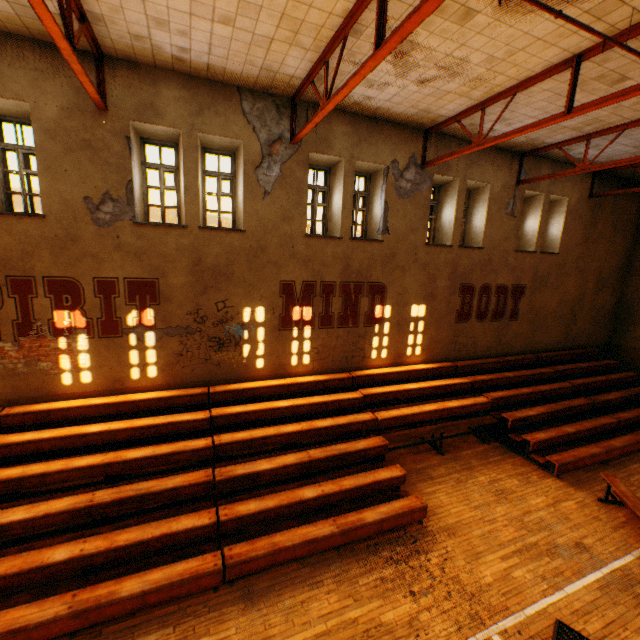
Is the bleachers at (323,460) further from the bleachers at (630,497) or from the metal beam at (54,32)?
the metal beam at (54,32)

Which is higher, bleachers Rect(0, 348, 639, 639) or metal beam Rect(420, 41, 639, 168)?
metal beam Rect(420, 41, 639, 168)

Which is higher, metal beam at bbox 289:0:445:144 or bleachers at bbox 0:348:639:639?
metal beam at bbox 289:0:445:144

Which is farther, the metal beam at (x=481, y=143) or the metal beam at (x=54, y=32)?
the metal beam at (x=481, y=143)

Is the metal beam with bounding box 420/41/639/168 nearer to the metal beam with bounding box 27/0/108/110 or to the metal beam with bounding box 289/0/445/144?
the metal beam with bounding box 289/0/445/144

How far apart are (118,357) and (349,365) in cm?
617

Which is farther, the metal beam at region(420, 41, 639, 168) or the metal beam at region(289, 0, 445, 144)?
the metal beam at region(420, 41, 639, 168)

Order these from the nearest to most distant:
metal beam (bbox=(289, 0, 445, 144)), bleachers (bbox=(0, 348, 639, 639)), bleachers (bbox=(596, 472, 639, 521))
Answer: metal beam (bbox=(289, 0, 445, 144))
bleachers (bbox=(0, 348, 639, 639))
bleachers (bbox=(596, 472, 639, 521))
